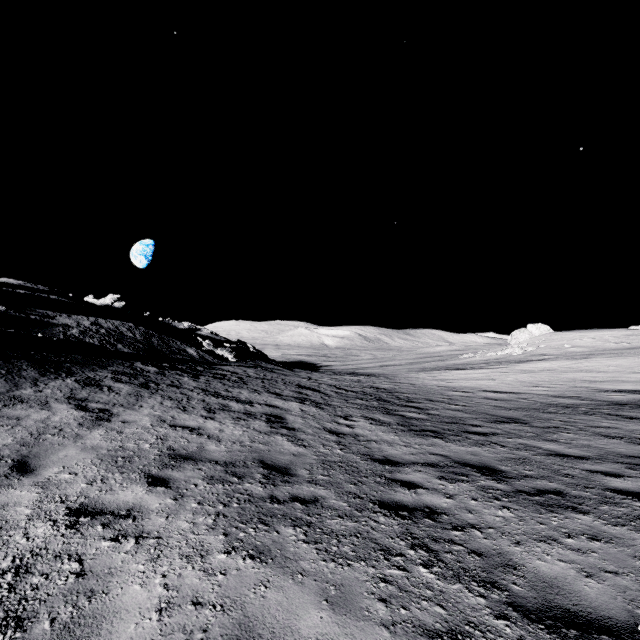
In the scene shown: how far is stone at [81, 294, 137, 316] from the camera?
35.09m

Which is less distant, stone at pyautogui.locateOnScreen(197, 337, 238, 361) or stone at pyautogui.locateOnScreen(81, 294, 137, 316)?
stone at pyautogui.locateOnScreen(197, 337, 238, 361)

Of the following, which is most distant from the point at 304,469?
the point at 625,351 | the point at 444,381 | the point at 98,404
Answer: the point at 625,351

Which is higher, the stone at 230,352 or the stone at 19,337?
the stone at 19,337

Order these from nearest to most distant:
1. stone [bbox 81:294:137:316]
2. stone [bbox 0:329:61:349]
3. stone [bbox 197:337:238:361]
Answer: stone [bbox 0:329:61:349]
stone [bbox 197:337:238:361]
stone [bbox 81:294:137:316]

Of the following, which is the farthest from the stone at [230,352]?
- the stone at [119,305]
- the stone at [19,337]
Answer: the stone at [19,337]

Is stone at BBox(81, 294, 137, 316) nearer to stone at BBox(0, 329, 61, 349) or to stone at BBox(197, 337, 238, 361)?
stone at BBox(197, 337, 238, 361)

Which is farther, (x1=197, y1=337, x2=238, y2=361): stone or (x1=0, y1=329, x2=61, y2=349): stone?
(x1=197, y1=337, x2=238, y2=361): stone
